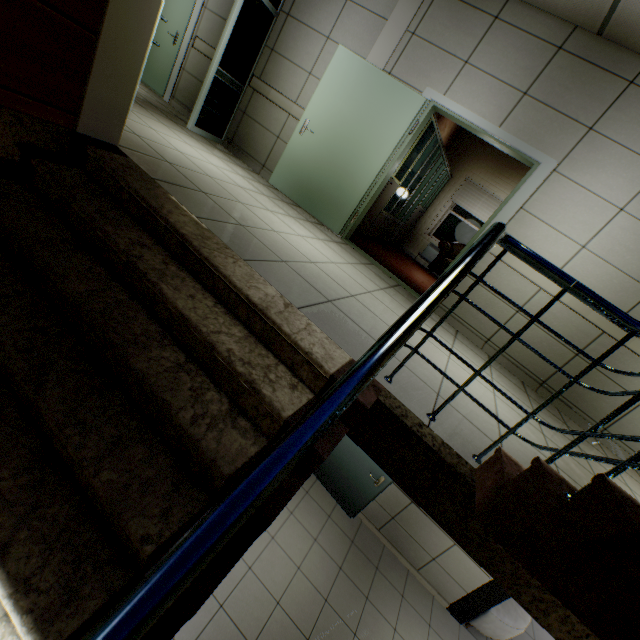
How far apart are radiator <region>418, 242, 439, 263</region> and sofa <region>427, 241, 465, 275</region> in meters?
0.5 m

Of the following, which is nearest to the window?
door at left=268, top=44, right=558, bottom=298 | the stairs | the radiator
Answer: the radiator

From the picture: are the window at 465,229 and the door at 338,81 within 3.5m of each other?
no

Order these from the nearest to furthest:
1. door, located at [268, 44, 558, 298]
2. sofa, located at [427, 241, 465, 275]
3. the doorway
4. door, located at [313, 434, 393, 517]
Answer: door, located at [268, 44, 558, 298] → the doorway → door, located at [313, 434, 393, 517] → sofa, located at [427, 241, 465, 275]

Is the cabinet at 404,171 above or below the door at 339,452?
above

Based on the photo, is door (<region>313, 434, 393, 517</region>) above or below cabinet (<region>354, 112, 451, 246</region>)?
below

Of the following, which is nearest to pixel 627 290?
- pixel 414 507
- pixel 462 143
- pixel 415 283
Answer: pixel 415 283

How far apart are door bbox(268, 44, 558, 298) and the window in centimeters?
488cm
